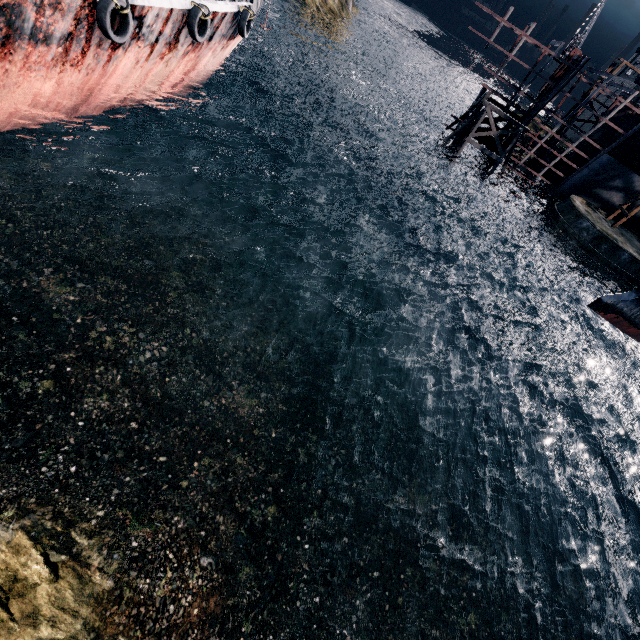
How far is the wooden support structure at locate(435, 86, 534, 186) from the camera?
35.5 meters

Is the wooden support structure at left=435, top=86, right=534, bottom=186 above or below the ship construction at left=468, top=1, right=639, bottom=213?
below

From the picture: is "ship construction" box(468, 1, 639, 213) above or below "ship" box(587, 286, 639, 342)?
above

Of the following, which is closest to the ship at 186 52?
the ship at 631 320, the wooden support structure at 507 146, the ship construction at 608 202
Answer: the wooden support structure at 507 146

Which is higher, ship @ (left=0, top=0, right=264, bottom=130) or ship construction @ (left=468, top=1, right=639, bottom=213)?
ship construction @ (left=468, top=1, right=639, bottom=213)

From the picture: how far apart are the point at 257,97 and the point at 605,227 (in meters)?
39.77

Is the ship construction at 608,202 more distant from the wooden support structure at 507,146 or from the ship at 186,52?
the ship at 186,52

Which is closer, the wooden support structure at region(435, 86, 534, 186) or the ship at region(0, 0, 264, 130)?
the ship at region(0, 0, 264, 130)
